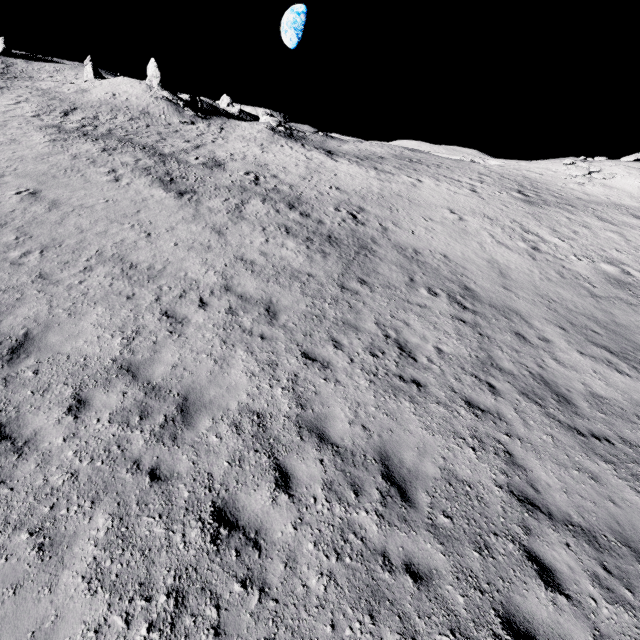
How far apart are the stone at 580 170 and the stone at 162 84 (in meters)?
47.54

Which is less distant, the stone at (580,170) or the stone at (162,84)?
the stone at (580,170)

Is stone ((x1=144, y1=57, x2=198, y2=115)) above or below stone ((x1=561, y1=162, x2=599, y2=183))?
above

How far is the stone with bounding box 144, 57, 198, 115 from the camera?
37.72m

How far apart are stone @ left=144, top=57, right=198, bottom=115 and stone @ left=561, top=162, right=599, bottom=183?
47.54m

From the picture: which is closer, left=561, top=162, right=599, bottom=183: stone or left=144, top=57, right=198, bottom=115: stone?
left=561, top=162, right=599, bottom=183: stone

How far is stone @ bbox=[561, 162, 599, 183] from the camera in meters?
31.3

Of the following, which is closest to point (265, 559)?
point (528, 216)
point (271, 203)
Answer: point (271, 203)
